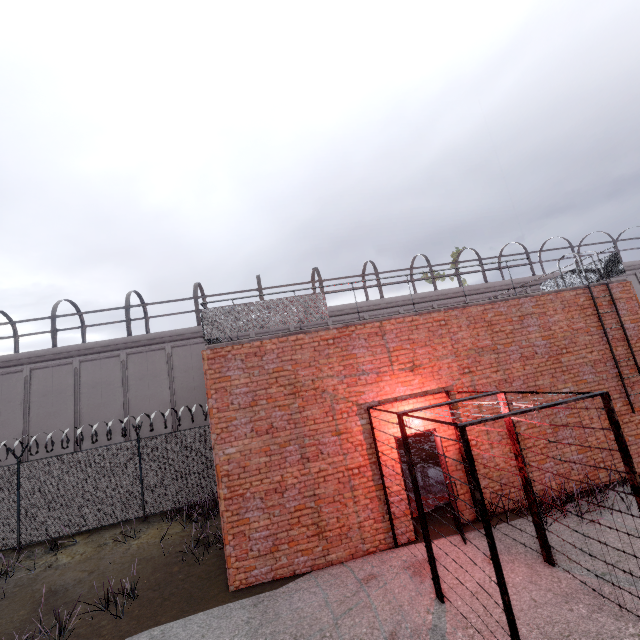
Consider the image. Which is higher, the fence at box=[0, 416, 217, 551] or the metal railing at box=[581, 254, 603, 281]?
the metal railing at box=[581, 254, 603, 281]

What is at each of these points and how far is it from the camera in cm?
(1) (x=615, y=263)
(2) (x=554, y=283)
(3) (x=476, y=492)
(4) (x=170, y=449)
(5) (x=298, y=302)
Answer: (1) metal railing, 969
(2) metal railing, 1178
(3) metal cage, 364
(4) fence, 1220
(5) metal railing, 786

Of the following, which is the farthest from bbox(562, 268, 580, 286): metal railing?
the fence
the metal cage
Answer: the metal cage

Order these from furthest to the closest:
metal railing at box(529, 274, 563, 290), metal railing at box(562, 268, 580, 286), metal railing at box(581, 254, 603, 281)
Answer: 1. metal railing at box(529, 274, 563, 290)
2. metal railing at box(562, 268, 580, 286)
3. metal railing at box(581, 254, 603, 281)

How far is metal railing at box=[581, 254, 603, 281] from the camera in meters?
10.2 m

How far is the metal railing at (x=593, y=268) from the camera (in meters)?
10.16

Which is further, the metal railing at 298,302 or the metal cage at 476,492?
the metal railing at 298,302
